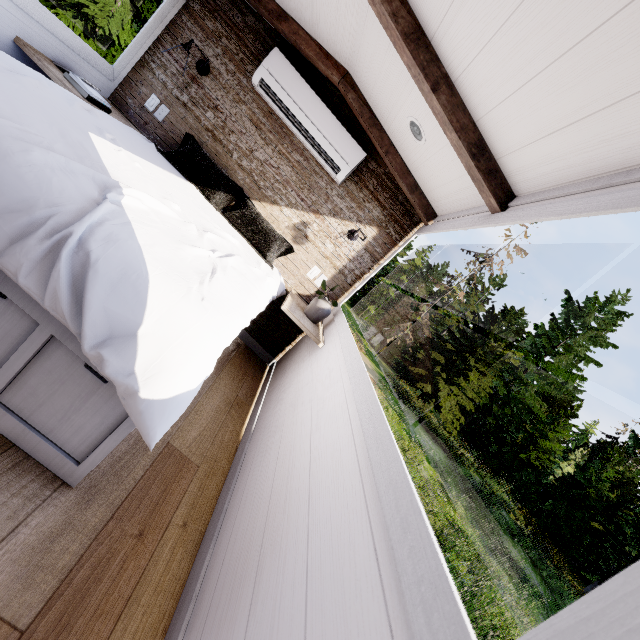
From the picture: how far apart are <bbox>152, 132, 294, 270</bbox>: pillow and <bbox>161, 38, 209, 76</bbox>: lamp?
0.50m

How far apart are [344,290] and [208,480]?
2.1 meters

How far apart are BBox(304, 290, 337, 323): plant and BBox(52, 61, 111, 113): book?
2.14m

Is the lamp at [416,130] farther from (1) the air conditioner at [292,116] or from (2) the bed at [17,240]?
(2) the bed at [17,240]

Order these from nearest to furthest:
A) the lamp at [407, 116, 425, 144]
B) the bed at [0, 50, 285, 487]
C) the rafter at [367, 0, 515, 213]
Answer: the bed at [0, 50, 285, 487] → the rafter at [367, 0, 515, 213] → the lamp at [407, 116, 425, 144]

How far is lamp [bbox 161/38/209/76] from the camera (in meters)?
2.48

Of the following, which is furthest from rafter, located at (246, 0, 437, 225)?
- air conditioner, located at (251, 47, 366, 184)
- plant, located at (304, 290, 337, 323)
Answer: plant, located at (304, 290, 337, 323)

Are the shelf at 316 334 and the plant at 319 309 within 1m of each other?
yes
